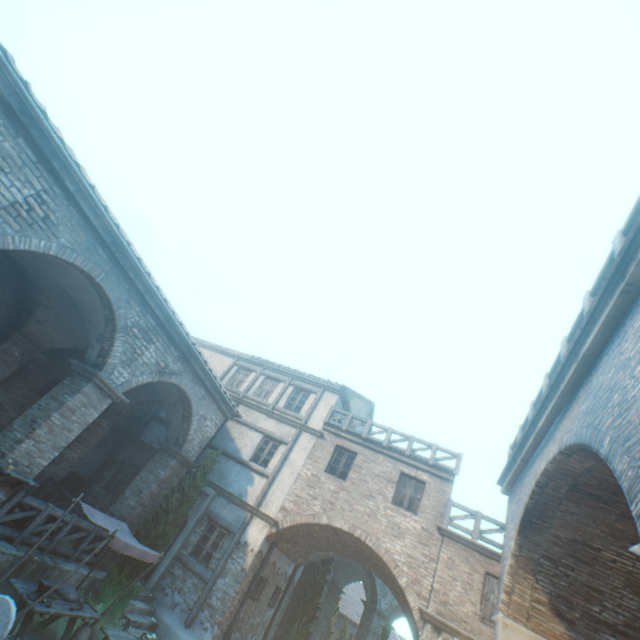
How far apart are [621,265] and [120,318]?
10.8m

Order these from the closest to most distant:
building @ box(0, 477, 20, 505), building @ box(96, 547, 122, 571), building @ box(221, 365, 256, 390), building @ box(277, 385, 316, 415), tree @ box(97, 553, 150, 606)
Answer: building @ box(0, 477, 20, 505)
tree @ box(97, 553, 150, 606)
building @ box(96, 547, 122, 571)
building @ box(277, 385, 316, 415)
building @ box(221, 365, 256, 390)

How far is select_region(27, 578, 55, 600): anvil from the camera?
6.8m

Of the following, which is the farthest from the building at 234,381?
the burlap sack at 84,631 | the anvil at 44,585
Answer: the burlap sack at 84,631

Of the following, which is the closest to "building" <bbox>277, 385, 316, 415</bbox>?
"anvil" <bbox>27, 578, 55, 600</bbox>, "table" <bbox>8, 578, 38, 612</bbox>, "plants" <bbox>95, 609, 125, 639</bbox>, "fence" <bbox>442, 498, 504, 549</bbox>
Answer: "fence" <bbox>442, 498, 504, 549</bbox>

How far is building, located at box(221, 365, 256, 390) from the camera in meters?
18.2 m

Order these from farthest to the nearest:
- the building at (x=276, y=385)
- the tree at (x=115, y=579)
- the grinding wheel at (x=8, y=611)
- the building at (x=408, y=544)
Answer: the building at (x=276, y=385) → the tree at (x=115, y=579) → the grinding wheel at (x=8, y=611) → the building at (x=408, y=544)

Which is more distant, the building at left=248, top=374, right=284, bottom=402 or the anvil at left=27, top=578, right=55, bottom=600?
the building at left=248, top=374, right=284, bottom=402
